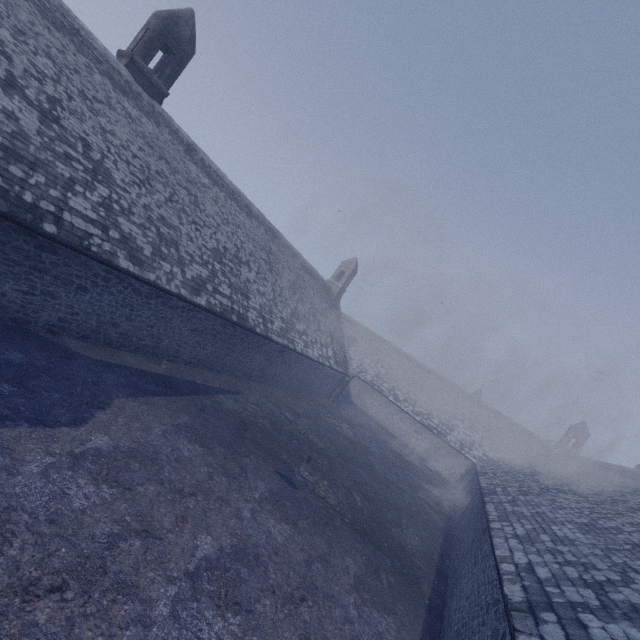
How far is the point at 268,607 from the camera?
6.2 meters
